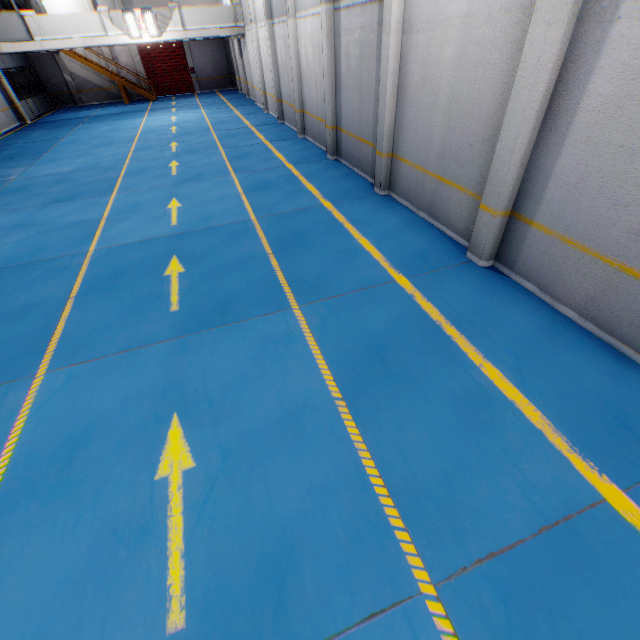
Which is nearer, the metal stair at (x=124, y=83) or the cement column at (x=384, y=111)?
the cement column at (x=384, y=111)

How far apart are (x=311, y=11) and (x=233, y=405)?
13.26m

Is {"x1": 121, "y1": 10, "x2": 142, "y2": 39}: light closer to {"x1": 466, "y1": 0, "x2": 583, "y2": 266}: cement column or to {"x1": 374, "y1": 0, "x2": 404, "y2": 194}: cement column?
{"x1": 374, "y1": 0, "x2": 404, "y2": 194}: cement column

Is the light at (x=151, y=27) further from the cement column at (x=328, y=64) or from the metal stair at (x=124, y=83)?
the cement column at (x=328, y=64)

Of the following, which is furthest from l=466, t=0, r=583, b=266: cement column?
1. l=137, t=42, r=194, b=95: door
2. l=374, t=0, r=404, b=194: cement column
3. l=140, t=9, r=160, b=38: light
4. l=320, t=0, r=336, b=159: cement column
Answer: l=137, t=42, r=194, b=95: door

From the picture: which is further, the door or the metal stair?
the door

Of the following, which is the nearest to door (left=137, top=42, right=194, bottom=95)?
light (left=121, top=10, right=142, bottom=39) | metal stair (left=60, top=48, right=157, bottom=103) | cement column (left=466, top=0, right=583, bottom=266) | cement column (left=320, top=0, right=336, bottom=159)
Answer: metal stair (left=60, top=48, right=157, bottom=103)

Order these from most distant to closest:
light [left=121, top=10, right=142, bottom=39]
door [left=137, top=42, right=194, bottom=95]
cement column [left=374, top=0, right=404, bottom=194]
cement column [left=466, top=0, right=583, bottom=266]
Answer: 1. door [left=137, top=42, right=194, bottom=95]
2. light [left=121, top=10, right=142, bottom=39]
3. cement column [left=374, top=0, right=404, bottom=194]
4. cement column [left=466, top=0, right=583, bottom=266]
